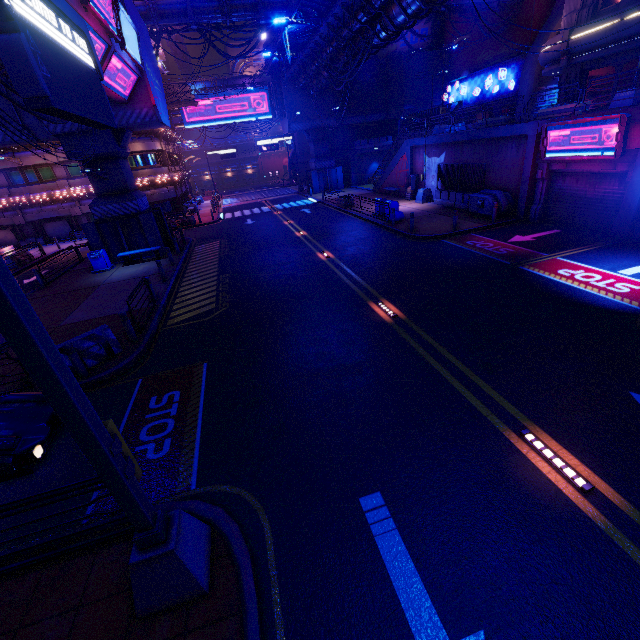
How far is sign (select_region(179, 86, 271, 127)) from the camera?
49.9 meters

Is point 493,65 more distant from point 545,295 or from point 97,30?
point 97,30

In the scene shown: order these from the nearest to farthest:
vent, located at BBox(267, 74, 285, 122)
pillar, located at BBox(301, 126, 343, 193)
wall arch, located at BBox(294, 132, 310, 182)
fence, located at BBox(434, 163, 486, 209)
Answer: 1. fence, located at BBox(434, 163, 486, 209)
2. vent, located at BBox(267, 74, 285, 122)
3. pillar, located at BBox(301, 126, 343, 193)
4. wall arch, located at BBox(294, 132, 310, 182)

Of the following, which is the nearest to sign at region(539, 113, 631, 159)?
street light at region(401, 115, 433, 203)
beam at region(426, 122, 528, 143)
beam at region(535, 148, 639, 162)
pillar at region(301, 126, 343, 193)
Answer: beam at region(535, 148, 639, 162)

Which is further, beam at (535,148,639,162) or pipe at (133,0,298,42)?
pipe at (133,0,298,42)

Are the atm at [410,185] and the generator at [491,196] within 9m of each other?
yes

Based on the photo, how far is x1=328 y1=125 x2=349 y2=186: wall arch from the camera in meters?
40.7

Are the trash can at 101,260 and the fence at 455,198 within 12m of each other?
no
